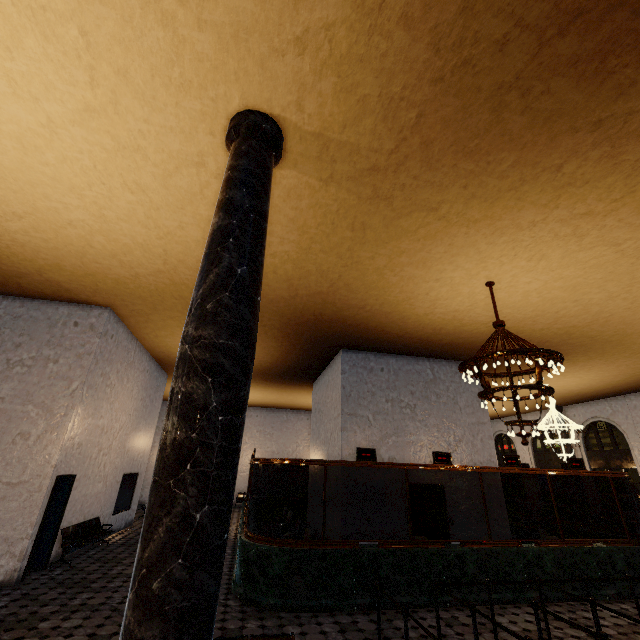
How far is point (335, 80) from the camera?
3.87m
